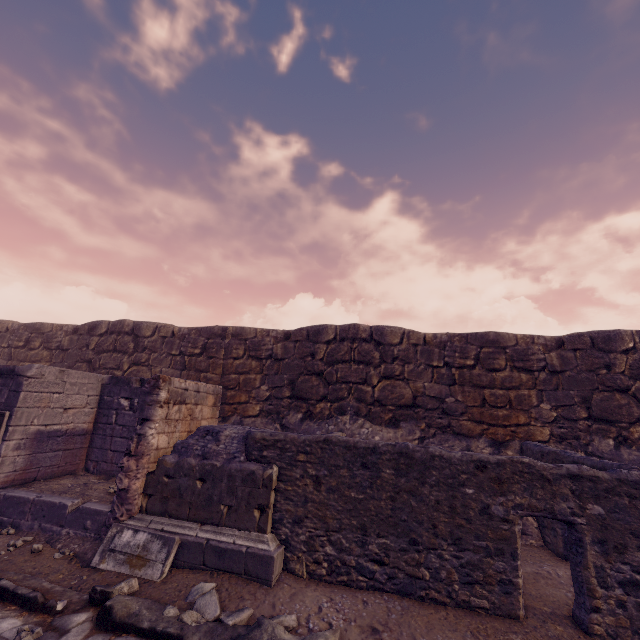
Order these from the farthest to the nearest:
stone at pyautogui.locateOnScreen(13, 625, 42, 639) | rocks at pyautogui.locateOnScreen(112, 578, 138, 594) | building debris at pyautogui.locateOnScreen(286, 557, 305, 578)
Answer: building debris at pyautogui.locateOnScreen(286, 557, 305, 578) < rocks at pyautogui.locateOnScreen(112, 578, 138, 594) < stone at pyautogui.locateOnScreen(13, 625, 42, 639)

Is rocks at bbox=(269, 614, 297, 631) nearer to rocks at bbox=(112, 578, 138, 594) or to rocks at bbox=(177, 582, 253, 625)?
rocks at bbox=(177, 582, 253, 625)

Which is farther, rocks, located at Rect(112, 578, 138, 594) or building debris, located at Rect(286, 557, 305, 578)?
building debris, located at Rect(286, 557, 305, 578)

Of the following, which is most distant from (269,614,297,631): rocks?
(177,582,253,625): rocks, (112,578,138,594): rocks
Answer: (112,578,138,594): rocks

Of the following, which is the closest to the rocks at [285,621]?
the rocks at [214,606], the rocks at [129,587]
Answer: the rocks at [214,606]

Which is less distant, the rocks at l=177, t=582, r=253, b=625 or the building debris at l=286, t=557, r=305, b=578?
the rocks at l=177, t=582, r=253, b=625

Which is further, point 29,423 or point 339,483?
point 29,423

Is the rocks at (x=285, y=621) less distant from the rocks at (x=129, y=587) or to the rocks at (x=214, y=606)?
the rocks at (x=214, y=606)
